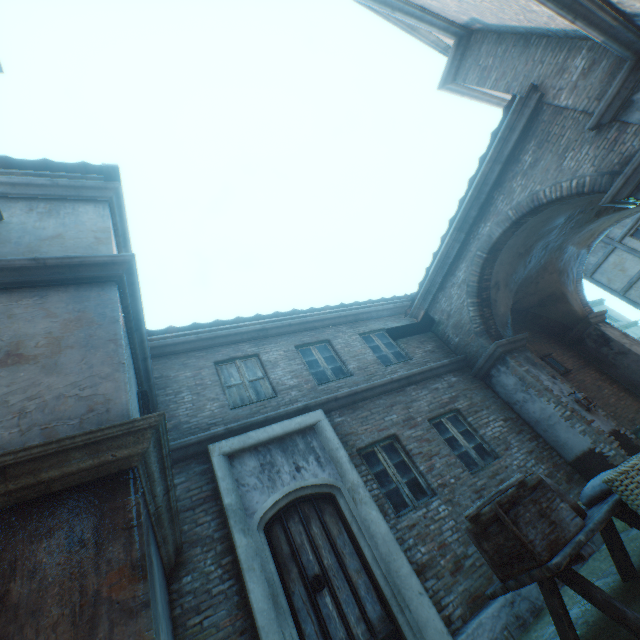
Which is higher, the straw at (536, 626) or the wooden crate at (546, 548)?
the wooden crate at (546, 548)

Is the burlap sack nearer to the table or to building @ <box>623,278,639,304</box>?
the table

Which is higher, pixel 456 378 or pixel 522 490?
pixel 456 378

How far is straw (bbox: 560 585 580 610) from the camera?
4.2 meters

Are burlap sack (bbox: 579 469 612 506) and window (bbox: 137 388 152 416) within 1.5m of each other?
no

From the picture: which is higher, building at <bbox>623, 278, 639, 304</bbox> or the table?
building at <bbox>623, 278, 639, 304</bbox>

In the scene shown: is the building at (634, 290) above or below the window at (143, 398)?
above
